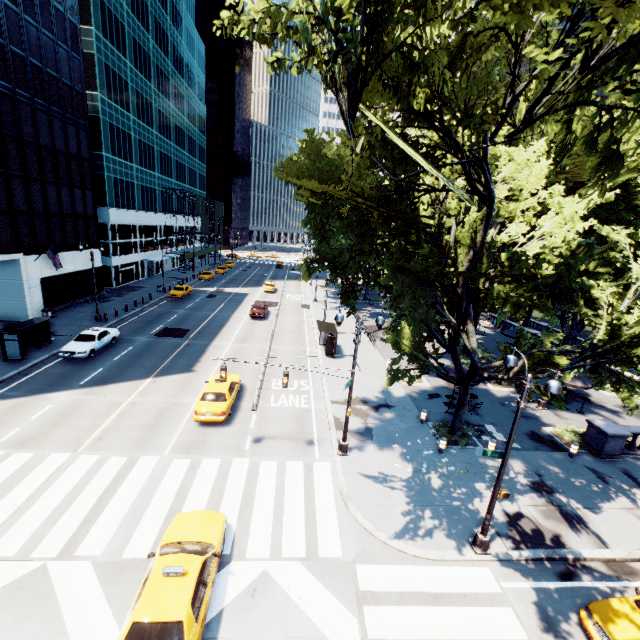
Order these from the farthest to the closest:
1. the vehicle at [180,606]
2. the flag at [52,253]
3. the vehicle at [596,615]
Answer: the flag at [52,253]
the vehicle at [596,615]
the vehicle at [180,606]

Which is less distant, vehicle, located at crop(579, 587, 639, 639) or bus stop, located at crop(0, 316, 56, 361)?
vehicle, located at crop(579, 587, 639, 639)

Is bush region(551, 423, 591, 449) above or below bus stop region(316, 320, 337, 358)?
below

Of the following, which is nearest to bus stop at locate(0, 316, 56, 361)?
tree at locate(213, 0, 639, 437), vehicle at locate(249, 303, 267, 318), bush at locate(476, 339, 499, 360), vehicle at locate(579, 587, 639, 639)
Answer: vehicle at locate(249, 303, 267, 318)

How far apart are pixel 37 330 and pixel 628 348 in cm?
3577

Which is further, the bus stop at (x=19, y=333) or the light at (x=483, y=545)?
the bus stop at (x=19, y=333)

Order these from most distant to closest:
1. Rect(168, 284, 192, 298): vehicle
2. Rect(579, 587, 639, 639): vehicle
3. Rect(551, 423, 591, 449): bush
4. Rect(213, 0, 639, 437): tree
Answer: Rect(168, 284, 192, 298): vehicle → Rect(551, 423, 591, 449): bush → Rect(579, 587, 639, 639): vehicle → Rect(213, 0, 639, 437): tree

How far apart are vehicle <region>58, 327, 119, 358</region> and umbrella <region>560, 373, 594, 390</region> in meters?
33.5
